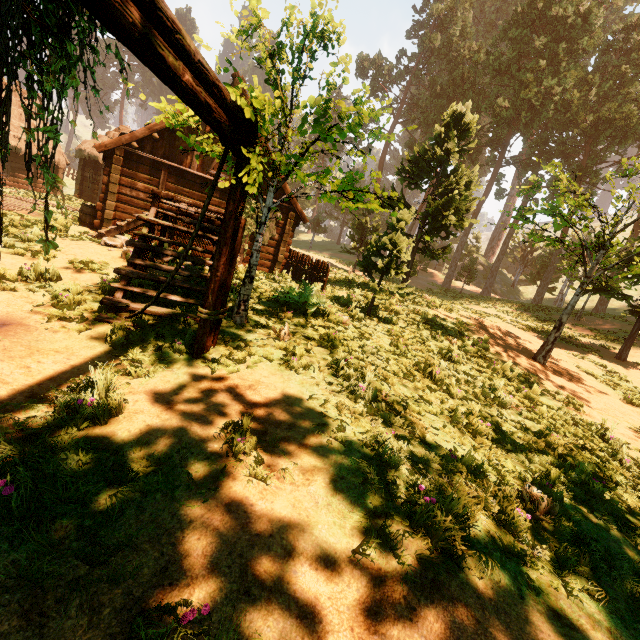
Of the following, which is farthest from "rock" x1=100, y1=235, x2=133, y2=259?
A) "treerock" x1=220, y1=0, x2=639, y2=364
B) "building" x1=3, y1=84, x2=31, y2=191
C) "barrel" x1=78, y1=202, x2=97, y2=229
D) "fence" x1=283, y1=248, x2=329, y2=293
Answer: "barrel" x1=78, y1=202, x2=97, y2=229

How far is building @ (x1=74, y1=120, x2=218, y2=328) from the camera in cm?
607

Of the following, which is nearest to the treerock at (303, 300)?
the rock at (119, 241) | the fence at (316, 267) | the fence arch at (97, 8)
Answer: the fence arch at (97, 8)

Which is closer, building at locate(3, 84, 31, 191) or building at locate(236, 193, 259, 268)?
building at locate(236, 193, 259, 268)

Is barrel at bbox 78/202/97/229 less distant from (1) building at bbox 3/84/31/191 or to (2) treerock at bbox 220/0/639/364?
(1) building at bbox 3/84/31/191

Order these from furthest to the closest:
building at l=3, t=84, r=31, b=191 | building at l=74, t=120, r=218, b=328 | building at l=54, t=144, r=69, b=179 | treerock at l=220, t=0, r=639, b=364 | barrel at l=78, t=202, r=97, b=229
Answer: building at l=54, t=144, r=69, b=179, building at l=3, t=84, r=31, b=191, barrel at l=78, t=202, r=97, b=229, building at l=74, t=120, r=218, b=328, treerock at l=220, t=0, r=639, b=364

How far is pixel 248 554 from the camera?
2.3 meters

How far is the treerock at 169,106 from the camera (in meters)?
4.10
